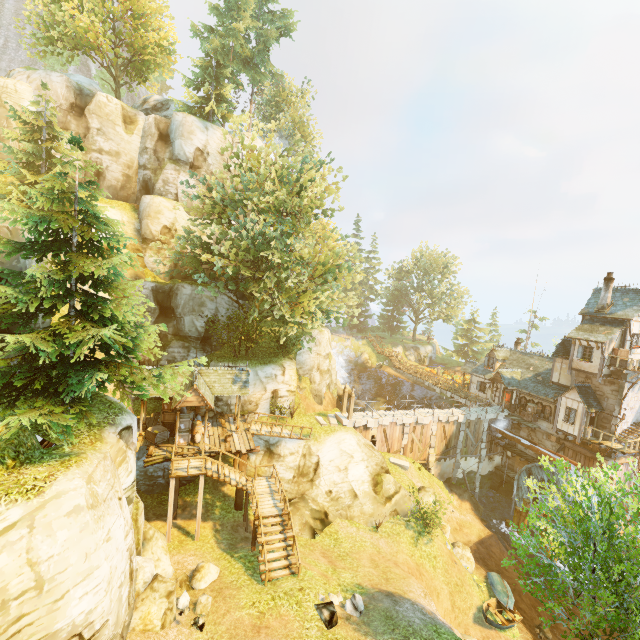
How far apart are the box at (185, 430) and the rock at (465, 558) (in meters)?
19.31

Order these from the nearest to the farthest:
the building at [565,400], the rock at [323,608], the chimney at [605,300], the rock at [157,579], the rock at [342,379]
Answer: the rock at [157,579]
the rock at [323,608]
the building at [565,400]
the chimney at [605,300]
the rock at [342,379]

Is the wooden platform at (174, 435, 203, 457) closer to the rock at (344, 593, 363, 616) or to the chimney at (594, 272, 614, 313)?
the rock at (344, 593, 363, 616)

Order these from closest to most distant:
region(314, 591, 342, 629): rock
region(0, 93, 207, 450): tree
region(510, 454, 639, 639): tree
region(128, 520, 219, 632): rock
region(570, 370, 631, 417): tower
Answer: region(510, 454, 639, 639): tree
region(0, 93, 207, 450): tree
region(128, 520, 219, 632): rock
region(314, 591, 342, 629): rock
region(570, 370, 631, 417): tower

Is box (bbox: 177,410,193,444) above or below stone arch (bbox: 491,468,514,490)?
above

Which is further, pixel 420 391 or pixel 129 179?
pixel 420 391

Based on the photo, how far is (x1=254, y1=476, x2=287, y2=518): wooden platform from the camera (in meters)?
17.48

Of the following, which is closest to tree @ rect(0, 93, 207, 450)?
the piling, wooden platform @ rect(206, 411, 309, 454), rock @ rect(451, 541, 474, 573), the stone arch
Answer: wooden platform @ rect(206, 411, 309, 454)
